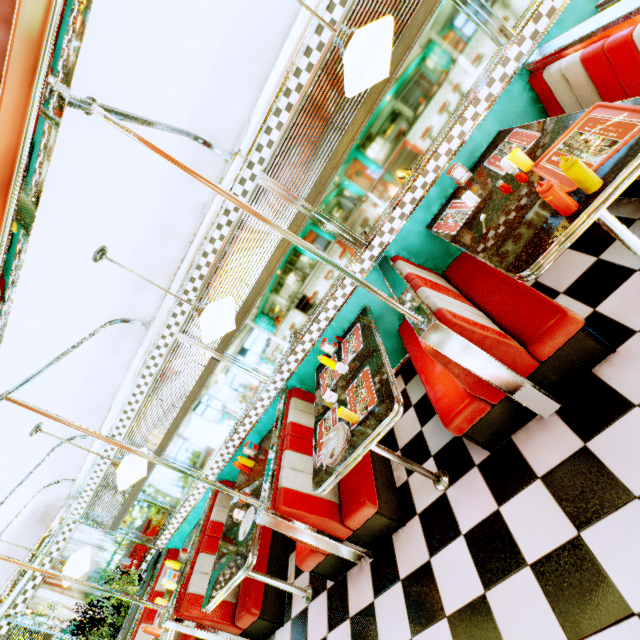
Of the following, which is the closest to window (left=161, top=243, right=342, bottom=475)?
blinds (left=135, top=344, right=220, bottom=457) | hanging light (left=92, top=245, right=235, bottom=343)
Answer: blinds (left=135, top=344, right=220, bottom=457)

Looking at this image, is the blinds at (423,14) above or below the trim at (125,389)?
below

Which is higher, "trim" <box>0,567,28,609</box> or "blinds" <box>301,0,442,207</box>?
"trim" <box>0,567,28,609</box>

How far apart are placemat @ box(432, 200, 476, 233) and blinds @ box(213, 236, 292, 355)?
1.2 meters

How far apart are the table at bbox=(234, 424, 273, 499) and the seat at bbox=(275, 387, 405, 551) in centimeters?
57cm

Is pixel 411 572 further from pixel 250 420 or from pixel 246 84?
pixel 246 84

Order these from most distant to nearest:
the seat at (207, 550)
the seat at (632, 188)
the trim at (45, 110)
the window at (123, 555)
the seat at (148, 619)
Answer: the window at (123, 555) → the seat at (148, 619) → the seat at (207, 550) → the seat at (632, 188) → the trim at (45, 110)

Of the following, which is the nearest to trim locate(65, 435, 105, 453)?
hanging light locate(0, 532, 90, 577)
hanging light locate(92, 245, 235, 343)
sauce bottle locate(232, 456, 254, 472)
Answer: hanging light locate(0, 532, 90, 577)
